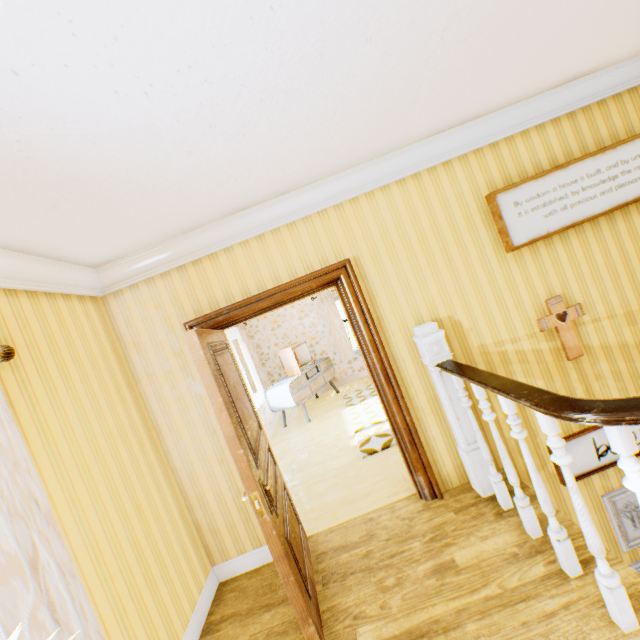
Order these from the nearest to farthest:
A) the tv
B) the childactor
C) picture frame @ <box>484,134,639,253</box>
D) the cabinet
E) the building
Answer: the building < the childactor < picture frame @ <box>484,134,639,253</box> < the cabinet < the tv

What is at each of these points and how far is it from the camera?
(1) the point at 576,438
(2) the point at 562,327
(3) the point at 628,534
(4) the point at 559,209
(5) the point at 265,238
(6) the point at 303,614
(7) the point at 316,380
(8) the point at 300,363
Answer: (1) picture frame, 3.1m
(2) crucifix, 3.1m
(3) picture frame, 3.1m
(4) picture frame, 3.0m
(5) building, 3.1m
(6) childactor, 2.0m
(7) cabinet, 7.5m
(8) tv, 7.3m

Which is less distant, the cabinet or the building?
the building

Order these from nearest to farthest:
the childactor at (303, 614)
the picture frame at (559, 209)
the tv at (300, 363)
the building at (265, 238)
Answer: the building at (265, 238)
the childactor at (303, 614)
the picture frame at (559, 209)
the tv at (300, 363)

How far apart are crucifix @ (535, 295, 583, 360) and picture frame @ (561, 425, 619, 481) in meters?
0.7

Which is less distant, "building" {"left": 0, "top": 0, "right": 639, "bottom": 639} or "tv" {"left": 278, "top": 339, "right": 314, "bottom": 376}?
"building" {"left": 0, "top": 0, "right": 639, "bottom": 639}

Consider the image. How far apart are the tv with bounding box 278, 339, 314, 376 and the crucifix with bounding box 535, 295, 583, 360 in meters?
5.0 m

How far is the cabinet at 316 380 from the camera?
6.7 meters
